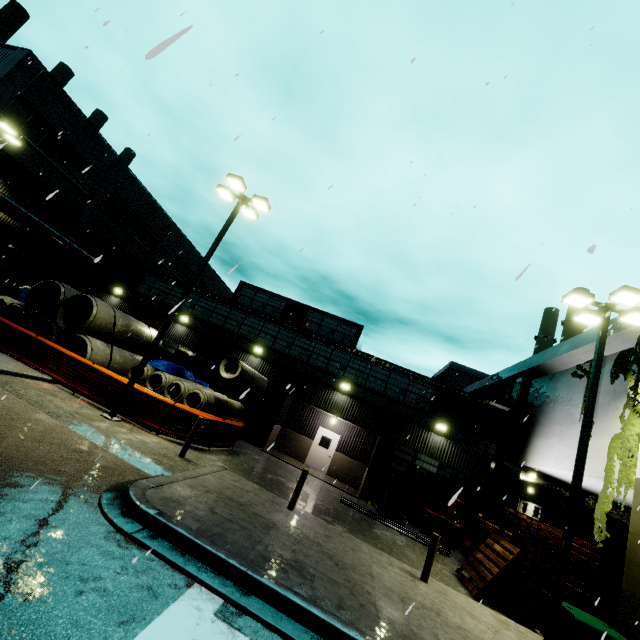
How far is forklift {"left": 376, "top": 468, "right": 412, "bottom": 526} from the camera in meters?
14.5 m

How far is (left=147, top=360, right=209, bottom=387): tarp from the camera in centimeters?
1605cm

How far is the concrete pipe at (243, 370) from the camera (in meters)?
15.44

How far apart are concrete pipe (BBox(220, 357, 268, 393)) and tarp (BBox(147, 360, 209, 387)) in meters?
0.8

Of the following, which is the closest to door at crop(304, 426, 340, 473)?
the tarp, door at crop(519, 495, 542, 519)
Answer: the tarp

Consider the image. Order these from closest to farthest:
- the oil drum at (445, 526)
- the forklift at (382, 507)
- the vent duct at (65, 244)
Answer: the forklift at (382, 507), the oil drum at (445, 526), the vent duct at (65, 244)

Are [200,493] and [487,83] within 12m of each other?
yes

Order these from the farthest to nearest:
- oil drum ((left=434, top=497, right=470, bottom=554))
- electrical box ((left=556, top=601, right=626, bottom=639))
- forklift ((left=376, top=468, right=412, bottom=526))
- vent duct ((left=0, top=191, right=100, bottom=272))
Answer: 1. vent duct ((left=0, top=191, right=100, bottom=272))
2. oil drum ((left=434, top=497, right=470, bottom=554))
3. forklift ((left=376, top=468, right=412, bottom=526))
4. electrical box ((left=556, top=601, right=626, bottom=639))
